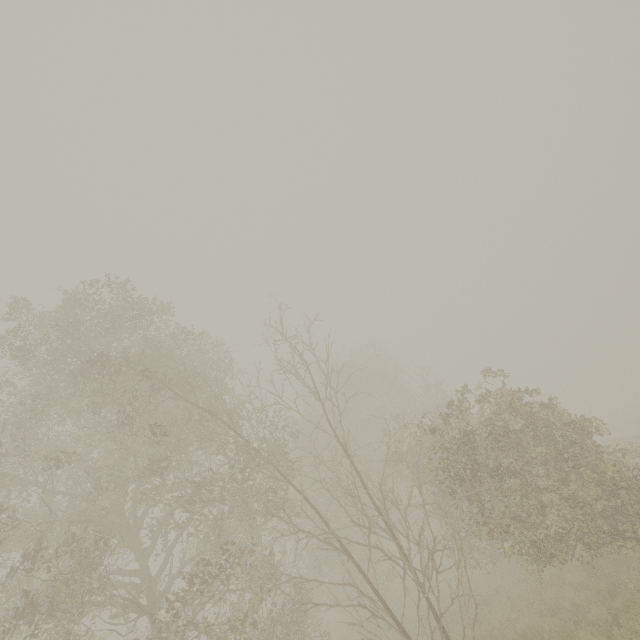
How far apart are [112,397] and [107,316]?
2.91m
